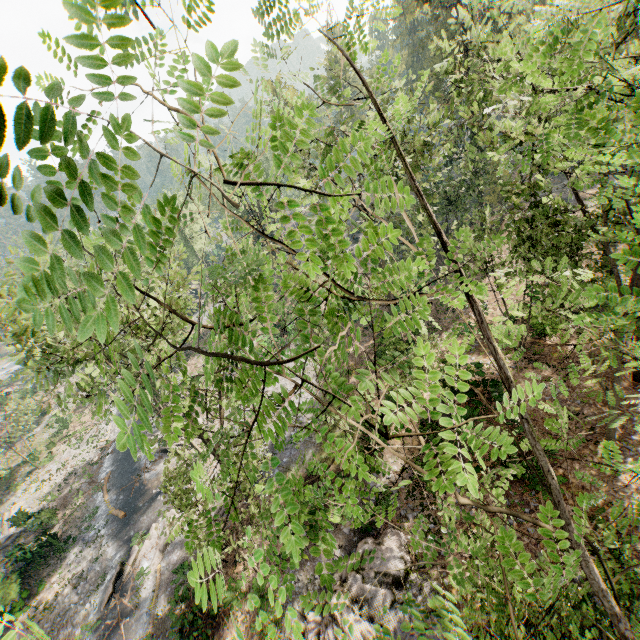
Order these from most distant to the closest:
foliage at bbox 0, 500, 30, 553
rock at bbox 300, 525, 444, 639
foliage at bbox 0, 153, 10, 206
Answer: foliage at bbox 0, 500, 30, 553 < rock at bbox 300, 525, 444, 639 < foliage at bbox 0, 153, 10, 206

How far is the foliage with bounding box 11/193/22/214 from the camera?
0.9 meters

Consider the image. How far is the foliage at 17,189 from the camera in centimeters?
94cm

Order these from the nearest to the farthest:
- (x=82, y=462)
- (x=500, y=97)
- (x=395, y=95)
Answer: (x=500, y=97) → (x=395, y=95) → (x=82, y=462)

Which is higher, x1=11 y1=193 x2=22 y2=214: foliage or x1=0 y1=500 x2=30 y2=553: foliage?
x1=11 y1=193 x2=22 y2=214: foliage

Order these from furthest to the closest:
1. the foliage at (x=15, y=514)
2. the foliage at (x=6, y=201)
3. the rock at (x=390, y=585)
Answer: the foliage at (x=15, y=514), the rock at (x=390, y=585), the foliage at (x=6, y=201)

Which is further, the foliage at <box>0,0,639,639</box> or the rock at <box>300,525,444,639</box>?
the rock at <box>300,525,444,639</box>

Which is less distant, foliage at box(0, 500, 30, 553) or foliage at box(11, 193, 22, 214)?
foliage at box(11, 193, 22, 214)
